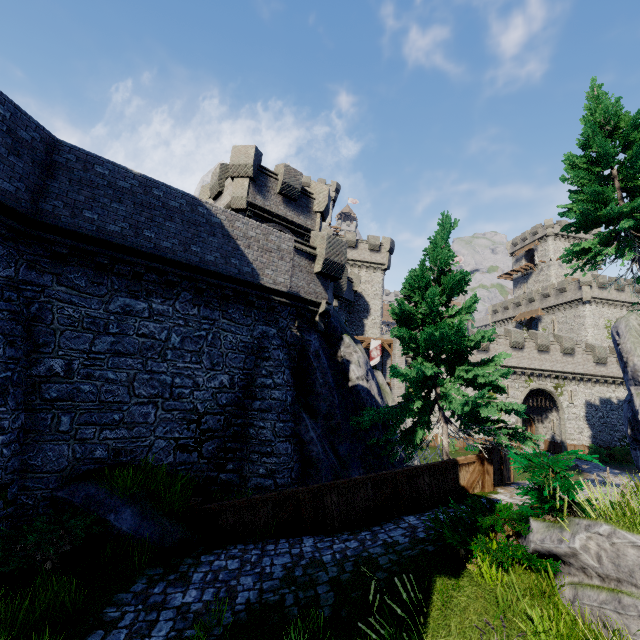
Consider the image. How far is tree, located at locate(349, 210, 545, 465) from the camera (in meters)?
10.04

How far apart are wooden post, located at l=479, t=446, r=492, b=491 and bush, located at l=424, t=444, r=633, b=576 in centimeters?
344cm

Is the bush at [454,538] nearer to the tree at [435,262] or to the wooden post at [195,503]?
the tree at [435,262]

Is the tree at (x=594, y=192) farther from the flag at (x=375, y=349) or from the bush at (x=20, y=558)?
the bush at (x=20, y=558)

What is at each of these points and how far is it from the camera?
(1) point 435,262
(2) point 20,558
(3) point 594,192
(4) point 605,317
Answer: (1) tree, 12.4m
(2) bush, 6.4m
(3) tree, 15.0m
(4) building tower, 45.6m

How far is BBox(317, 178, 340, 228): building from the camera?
53.62m

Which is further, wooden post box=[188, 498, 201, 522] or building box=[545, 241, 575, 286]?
building box=[545, 241, 575, 286]

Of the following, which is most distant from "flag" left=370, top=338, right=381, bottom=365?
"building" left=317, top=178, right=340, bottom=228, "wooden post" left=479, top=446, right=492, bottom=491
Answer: "wooden post" left=479, top=446, right=492, bottom=491
